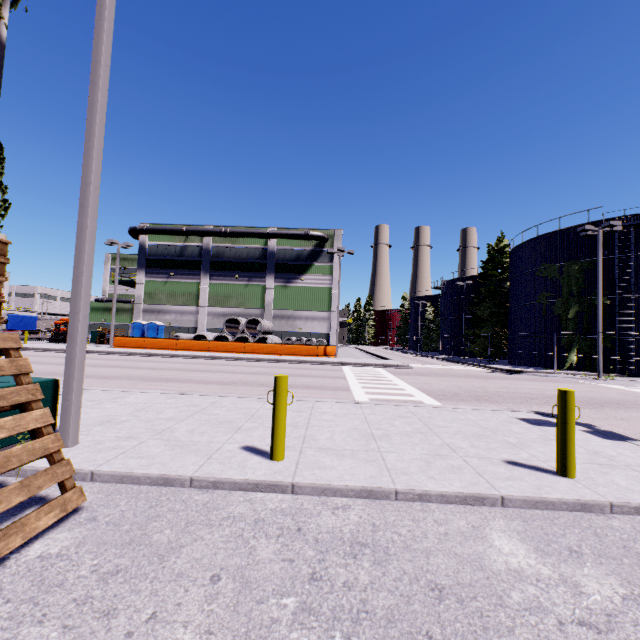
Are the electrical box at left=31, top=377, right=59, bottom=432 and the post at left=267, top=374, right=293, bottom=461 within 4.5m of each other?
yes

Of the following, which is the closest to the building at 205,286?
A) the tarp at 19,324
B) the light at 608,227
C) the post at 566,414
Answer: the tarp at 19,324

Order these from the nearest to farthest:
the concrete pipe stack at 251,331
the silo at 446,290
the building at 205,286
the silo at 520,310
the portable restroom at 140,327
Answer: the silo at 520,310, the concrete pipe stack at 251,331, the portable restroom at 140,327, the building at 205,286, the silo at 446,290

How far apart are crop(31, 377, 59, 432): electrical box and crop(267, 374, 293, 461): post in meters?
3.3

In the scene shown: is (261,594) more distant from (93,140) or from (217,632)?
(93,140)

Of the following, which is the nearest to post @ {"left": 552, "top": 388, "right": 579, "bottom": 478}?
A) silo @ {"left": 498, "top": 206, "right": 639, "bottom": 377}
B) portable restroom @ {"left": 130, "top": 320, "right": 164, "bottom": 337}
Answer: silo @ {"left": 498, "top": 206, "right": 639, "bottom": 377}

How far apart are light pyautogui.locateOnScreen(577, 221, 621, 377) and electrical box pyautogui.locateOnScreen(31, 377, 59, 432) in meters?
25.8

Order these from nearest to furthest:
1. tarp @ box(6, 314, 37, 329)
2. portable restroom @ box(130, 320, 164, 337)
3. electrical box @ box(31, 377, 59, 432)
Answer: electrical box @ box(31, 377, 59, 432)
portable restroom @ box(130, 320, 164, 337)
tarp @ box(6, 314, 37, 329)
